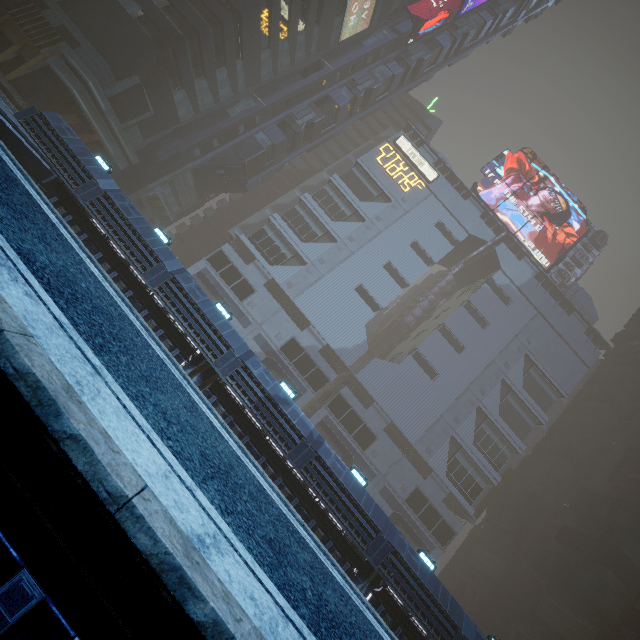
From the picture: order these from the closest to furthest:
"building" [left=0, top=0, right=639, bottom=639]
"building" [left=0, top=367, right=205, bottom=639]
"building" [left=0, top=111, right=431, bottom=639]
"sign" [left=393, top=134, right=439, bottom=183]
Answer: "building" [left=0, top=367, right=205, bottom=639]
"building" [left=0, top=111, right=431, bottom=639]
"building" [left=0, top=0, right=639, bottom=639]
"sign" [left=393, top=134, right=439, bottom=183]

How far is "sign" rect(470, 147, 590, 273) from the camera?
54.28m

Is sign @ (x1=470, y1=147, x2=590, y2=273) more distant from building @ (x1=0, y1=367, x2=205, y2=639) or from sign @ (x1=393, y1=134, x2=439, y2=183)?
sign @ (x1=393, y1=134, x2=439, y2=183)

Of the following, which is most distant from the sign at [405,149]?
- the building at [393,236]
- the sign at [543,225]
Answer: the sign at [543,225]

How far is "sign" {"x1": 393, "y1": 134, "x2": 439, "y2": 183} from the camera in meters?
53.2 m

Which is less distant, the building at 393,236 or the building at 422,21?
the building at 393,236

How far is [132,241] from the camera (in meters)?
17.31
